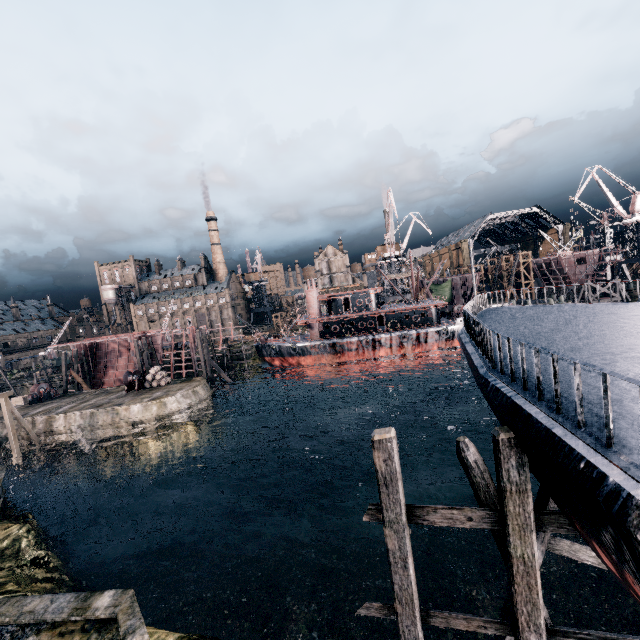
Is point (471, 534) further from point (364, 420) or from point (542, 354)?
point (364, 420)

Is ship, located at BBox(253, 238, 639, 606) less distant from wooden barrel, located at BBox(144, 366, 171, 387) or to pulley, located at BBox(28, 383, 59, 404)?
wooden barrel, located at BBox(144, 366, 171, 387)

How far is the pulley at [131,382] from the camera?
41.4m

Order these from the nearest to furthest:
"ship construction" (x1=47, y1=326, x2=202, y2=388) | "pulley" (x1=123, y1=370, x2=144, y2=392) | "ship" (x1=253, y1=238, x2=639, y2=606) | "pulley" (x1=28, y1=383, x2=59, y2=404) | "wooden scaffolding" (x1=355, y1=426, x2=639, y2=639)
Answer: "ship" (x1=253, y1=238, x2=639, y2=606)
"wooden scaffolding" (x1=355, y1=426, x2=639, y2=639)
"pulley" (x1=123, y1=370, x2=144, y2=392)
"pulley" (x1=28, y1=383, x2=59, y2=404)
"ship construction" (x1=47, y1=326, x2=202, y2=388)

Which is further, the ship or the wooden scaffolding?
the wooden scaffolding

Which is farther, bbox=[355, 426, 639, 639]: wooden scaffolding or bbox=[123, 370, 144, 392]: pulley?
bbox=[123, 370, 144, 392]: pulley

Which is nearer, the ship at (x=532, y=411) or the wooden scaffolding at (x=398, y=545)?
the ship at (x=532, y=411)

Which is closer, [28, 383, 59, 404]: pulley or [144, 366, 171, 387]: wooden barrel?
[144, 366, 171, 387]: wooden barrel
